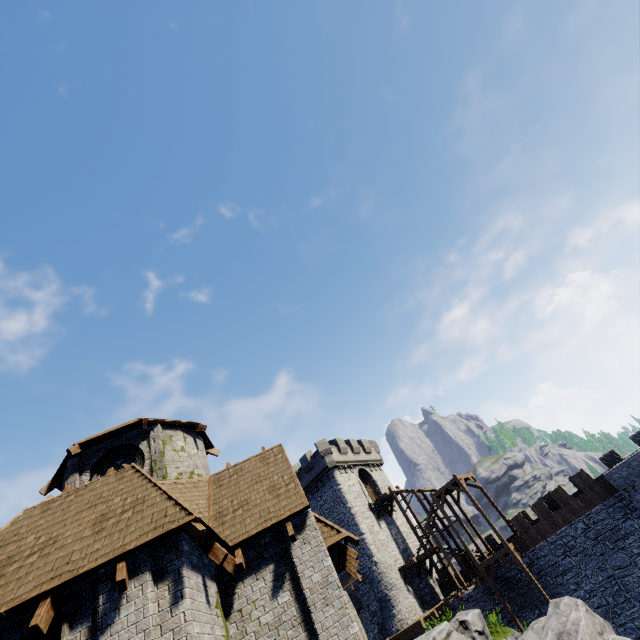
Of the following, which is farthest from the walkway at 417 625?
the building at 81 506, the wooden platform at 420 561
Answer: the building at 81 506

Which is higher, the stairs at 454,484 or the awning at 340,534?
the stairs at 454,484

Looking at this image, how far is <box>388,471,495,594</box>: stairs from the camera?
28.8 meters

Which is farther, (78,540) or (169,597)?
(78,540)

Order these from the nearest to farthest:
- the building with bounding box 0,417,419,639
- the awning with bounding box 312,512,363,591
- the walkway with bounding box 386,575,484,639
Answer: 1. the building with bounding box 0,417,419,639
2. the awning with bounding box 312,512,363,591
3. the walkway with bounding box 386,575,484,639

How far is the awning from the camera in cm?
957

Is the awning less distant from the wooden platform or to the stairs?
the stairs

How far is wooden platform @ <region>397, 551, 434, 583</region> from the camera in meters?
28.7
